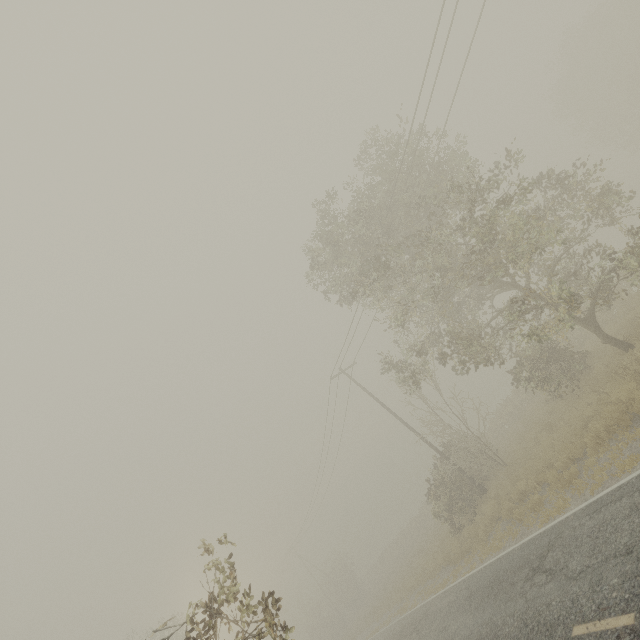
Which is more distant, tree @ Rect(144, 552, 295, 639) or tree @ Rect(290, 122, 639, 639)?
tree @ Rect(290, 122, 639, 639)

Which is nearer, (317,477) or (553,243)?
(553,243)

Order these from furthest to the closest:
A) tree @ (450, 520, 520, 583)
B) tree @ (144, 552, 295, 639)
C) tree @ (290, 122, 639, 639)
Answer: tree @ (450, 520, 520, 583) < tree @ (290, 122, 639, 639) < tree @ (144, 552, 295, 639)

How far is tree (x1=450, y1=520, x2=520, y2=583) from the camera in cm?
1241

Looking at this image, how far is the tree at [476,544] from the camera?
12.41m

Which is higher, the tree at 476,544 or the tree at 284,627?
the tree at 284,627

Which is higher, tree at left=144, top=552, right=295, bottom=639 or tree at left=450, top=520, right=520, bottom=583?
tree at left=144, top=552, right=295, bottom=639
